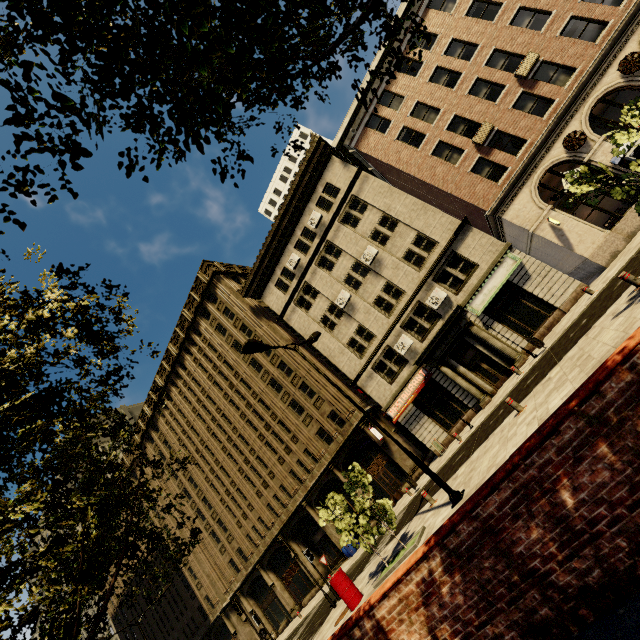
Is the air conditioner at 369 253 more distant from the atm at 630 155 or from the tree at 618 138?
the tree at 618 138

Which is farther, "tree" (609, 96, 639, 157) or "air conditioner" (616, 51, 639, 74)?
"air conditioner" (616, 51, 639, 74)

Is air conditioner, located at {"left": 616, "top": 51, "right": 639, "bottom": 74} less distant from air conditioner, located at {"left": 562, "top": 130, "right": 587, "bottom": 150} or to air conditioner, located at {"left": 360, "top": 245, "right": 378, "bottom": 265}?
air conditioner, located at {"left": 562, "top": 130, "right": 587, "bottom": 150}

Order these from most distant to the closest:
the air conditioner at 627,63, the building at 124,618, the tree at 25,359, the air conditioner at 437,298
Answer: the building at 124,618, the air conditioner at 437,298, the air conditioner at 627,63, the tree at 25,359

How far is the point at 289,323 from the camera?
29.0 meters

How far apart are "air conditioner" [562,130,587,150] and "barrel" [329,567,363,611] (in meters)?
23.68

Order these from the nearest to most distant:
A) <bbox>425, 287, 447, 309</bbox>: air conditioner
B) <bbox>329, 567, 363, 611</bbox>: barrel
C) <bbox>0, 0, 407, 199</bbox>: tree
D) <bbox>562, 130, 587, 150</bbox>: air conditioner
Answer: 1. <bbox>0, 0, 407, 199</bbox>: tree
2. <bbox>329, 567, 363, 611</bbox>: barrel
3. <bbox>562, 130, 587, 150</bbox>: air conditioner
4. <bbox>425, 287, 447, 309</bbox>: air conditioner

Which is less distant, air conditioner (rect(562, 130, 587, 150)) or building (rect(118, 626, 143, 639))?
air conditioner (rect(562, 130, 587, 150))
